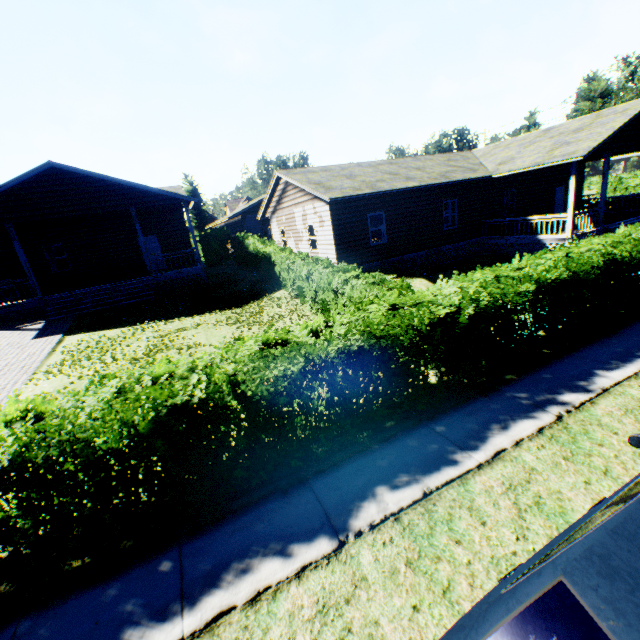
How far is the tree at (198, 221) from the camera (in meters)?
50.69

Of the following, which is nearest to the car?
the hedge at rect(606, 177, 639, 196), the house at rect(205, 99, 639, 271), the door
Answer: the house at rect(205, 99, 639, 271)

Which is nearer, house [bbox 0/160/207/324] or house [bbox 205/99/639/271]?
house [bbox 0/160/207/324]

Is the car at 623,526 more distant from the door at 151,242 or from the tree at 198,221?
the tree at 198,221

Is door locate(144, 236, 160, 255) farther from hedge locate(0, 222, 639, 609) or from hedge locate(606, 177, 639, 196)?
hedge locate(606, 177, 639, 196)

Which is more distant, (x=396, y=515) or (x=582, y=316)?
(x=582, y=316)

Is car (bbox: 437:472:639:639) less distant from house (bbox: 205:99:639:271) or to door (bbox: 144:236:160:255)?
house (bbox: 205:99:639:271)

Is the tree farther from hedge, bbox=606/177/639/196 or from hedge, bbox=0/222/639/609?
hedge, bbox=606/177/639/196
